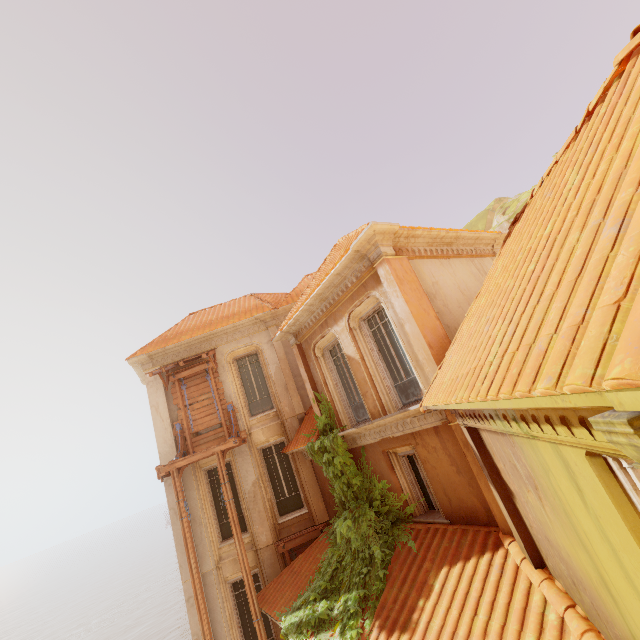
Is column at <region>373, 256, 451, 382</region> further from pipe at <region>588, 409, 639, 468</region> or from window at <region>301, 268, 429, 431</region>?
pipe at <region>588, 409, 639, 468</region>

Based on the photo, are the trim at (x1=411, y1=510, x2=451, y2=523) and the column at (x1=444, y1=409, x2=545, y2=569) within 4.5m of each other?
yes

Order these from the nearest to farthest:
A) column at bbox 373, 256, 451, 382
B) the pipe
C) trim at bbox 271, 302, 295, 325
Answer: the pipe → column at bbox 373, 256, 451, 382 → trim at bbox 271, 302, 295, 325

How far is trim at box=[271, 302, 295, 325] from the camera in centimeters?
1376cm

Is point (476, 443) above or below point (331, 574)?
above

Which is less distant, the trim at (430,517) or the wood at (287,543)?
the trim at (430,517)

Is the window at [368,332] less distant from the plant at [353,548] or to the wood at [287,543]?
the plant at [353,548]

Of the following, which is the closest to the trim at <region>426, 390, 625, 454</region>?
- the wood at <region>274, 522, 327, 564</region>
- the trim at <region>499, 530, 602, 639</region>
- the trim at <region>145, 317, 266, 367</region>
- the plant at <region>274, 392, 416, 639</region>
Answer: the trim at <region>499, 530, 602, 639</region>
